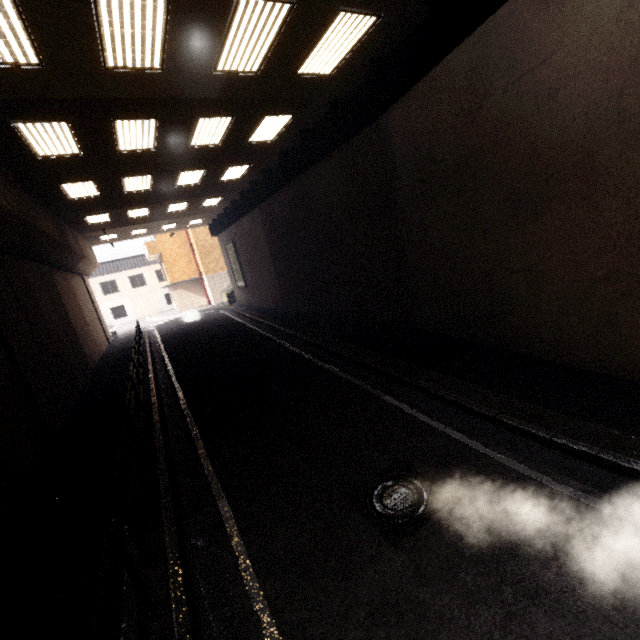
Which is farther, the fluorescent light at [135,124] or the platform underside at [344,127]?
the fluorescent light at [135,124]

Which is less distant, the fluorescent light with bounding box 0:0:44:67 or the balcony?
the fluorescent light with bounding box 0:0:44:67

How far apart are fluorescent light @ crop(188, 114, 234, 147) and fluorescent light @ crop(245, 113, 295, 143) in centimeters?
91cm

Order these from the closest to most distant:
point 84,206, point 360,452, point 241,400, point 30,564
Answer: point 30,564 → point 360,452 → point 241,400 → point 84,206

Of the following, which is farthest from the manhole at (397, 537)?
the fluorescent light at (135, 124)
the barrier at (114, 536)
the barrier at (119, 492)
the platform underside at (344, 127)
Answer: the fluorescent light at (135, 124)

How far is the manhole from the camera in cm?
350

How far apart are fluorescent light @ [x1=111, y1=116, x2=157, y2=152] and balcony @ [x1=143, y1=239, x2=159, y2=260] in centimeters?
2403cm

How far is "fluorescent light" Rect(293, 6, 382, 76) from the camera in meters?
6.0 m
